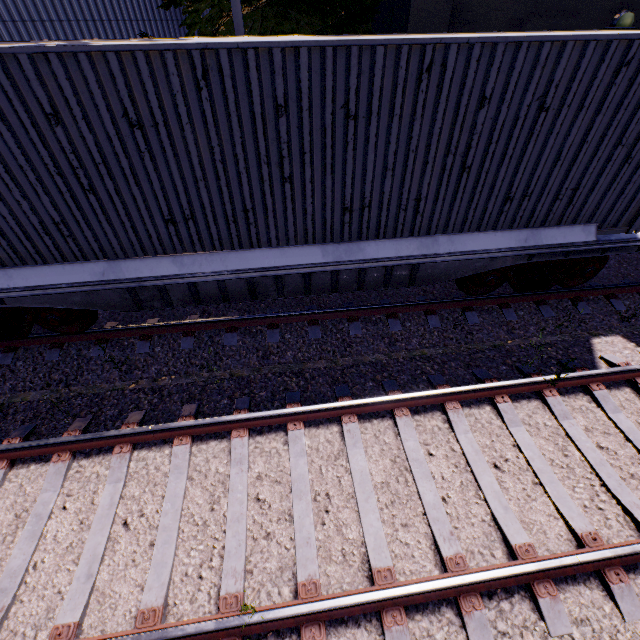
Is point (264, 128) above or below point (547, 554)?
above

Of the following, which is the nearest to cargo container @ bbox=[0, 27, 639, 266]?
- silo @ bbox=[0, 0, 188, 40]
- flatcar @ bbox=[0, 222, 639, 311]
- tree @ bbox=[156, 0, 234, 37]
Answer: flatcar @ bbox=[0, 222, 639, 311]

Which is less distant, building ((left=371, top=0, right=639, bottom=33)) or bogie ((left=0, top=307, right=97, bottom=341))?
bogie ((left=0, top=307, right=97, bottom=341))

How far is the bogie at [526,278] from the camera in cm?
584

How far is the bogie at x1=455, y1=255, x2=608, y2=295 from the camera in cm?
584

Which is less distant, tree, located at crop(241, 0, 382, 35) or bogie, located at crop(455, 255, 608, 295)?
bogie, located at crop(455, 255, 608, 295)

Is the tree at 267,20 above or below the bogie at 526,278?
above

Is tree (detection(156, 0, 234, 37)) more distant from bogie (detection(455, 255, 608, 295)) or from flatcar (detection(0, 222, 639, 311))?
bogie (detection(455, 255, 608, 295))
